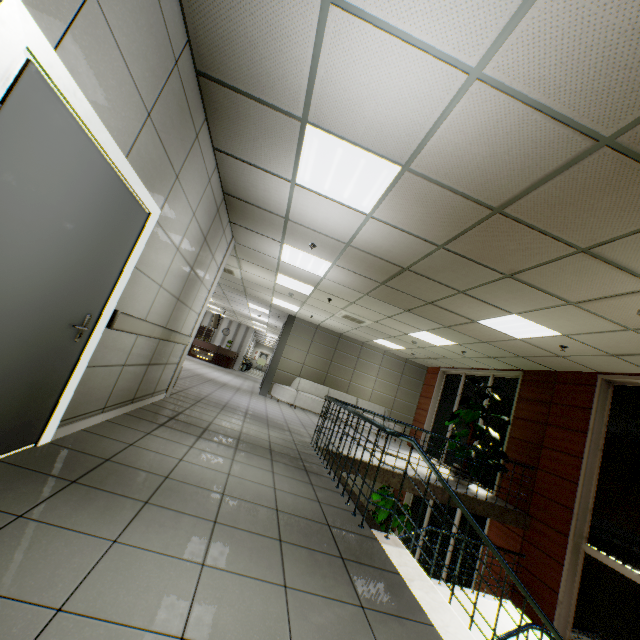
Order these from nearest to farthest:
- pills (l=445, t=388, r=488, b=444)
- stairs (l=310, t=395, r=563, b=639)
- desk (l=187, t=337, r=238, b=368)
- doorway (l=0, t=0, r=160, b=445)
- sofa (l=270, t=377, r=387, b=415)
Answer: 1. doorway (l=0, t=0, r=160, b=445)
2. stairs (l=310, t=395, r=563, b=639)
3. pills (l=445, t=388, r=488, b=444)
4. sofa (l=270, t=377, r=387, b=415)
5. desk (l=187, t=337, r=238, b=368)

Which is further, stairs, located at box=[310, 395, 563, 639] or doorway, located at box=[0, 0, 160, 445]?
stairs, located at box=[310, 395, 563, 639]

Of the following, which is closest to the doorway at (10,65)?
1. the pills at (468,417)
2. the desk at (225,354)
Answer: the pills at (468,417)

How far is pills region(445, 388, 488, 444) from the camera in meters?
7.8

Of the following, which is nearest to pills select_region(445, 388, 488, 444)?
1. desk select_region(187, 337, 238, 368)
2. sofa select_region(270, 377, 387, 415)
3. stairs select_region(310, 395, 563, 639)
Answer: stairs select_region(310, 395, 563, 639)

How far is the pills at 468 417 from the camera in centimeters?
779cm

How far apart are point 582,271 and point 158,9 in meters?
4.5

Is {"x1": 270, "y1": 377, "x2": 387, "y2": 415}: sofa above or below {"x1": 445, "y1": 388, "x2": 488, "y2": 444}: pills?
below
